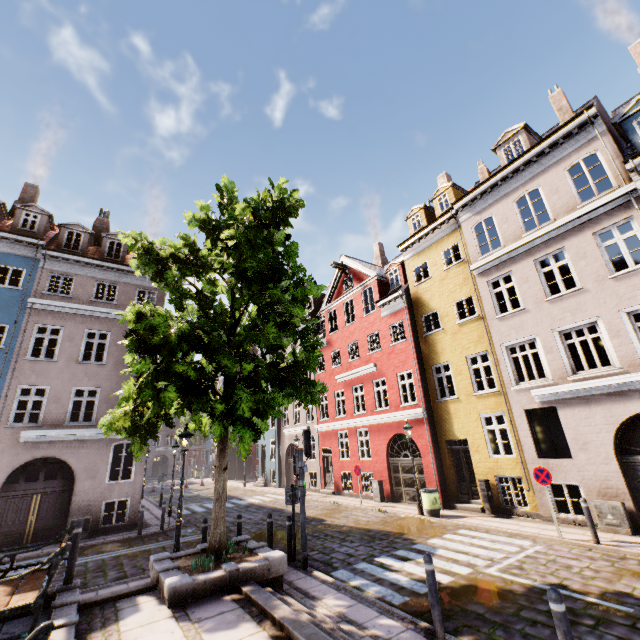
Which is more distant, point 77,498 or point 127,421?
point 77,498

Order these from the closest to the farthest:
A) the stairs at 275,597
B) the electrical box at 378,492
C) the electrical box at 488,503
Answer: the stairs at 275,597
the electrical box at 488,503
the electrical box at 378,492

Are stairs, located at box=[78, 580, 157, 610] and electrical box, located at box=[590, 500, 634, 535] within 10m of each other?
no

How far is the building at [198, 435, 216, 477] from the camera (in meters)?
42.58

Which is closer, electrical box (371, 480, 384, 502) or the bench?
the bench

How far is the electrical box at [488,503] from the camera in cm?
1287

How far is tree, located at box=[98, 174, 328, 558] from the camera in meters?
7.0

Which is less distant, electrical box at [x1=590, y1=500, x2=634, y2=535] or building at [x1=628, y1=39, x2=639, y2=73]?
electrical box at [x1=590, y1=500, x2=634, y2=535]
